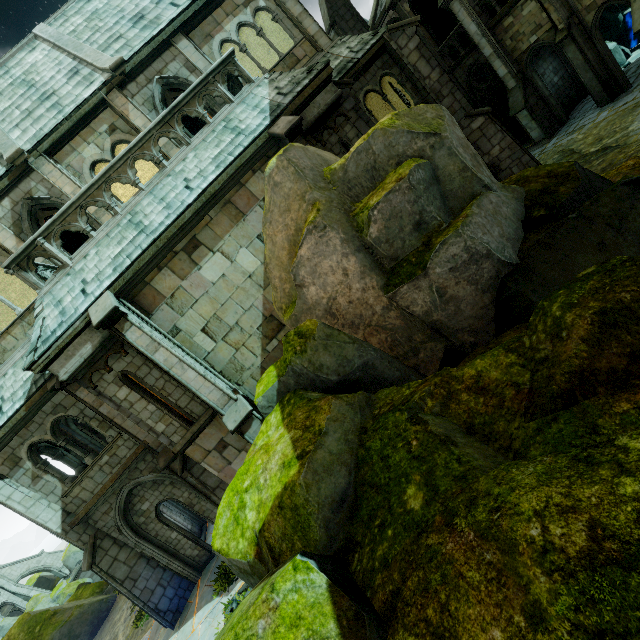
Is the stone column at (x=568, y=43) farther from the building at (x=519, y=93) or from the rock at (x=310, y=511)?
the rock at (x=310, y=511)

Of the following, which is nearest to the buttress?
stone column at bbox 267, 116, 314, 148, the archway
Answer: stone column at bbox 267, 116, 314, 148

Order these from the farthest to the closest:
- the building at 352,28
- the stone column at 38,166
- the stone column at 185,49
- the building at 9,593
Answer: the building at 9,593, the building at 352,28, the stone column at 185,49, the stone column at 38,166

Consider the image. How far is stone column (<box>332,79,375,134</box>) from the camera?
10.4m

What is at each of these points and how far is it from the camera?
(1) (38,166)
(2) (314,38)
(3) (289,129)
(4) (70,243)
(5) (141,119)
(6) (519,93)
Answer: (1) stone column, 10.7m
(2) stone column, 12.8m
(3) stone column, 8.7m
(4) merlon, 22.0m
(5) stone column, 11.4m
(6) building, 17.5m

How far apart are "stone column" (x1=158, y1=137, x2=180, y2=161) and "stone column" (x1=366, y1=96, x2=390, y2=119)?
8.1 meters

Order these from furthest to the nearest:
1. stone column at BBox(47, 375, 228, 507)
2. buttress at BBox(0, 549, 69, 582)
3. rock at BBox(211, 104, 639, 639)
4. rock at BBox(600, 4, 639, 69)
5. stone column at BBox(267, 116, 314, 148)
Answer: buttress at BBox(0, 549, 69, 582) < rock at BBox(600, 4, 639, 69) < stone column at BBox(47, 375, 228, 507) < stone column at BBox(267, 116, 314, 148) < rock at BBox(211, 104, 639, 639)

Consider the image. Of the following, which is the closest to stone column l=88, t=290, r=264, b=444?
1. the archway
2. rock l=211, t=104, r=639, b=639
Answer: rock l=211, t=104, r=639, b=639
